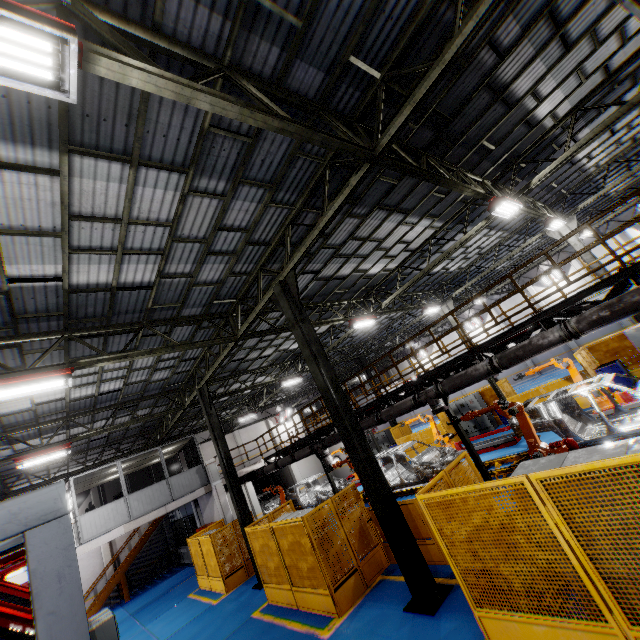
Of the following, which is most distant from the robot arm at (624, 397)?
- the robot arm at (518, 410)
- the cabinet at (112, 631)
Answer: the cabinet at (112, 631)

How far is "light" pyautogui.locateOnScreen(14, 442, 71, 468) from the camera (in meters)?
12.23

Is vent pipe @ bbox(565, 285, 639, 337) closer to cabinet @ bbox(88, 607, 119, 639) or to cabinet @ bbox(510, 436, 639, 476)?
cabinet @ bbox(510, 436, 639, 476)

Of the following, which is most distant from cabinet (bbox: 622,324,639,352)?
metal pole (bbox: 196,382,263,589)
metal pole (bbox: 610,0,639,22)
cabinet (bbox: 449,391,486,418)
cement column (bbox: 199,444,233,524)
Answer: cement column (bbox: 199,444,233,524)

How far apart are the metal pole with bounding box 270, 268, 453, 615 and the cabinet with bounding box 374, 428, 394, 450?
17.42m

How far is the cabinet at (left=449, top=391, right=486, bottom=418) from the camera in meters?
18.9 m

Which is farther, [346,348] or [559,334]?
[346,348]

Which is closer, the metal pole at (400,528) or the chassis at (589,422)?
the metal pole at (400,528)
